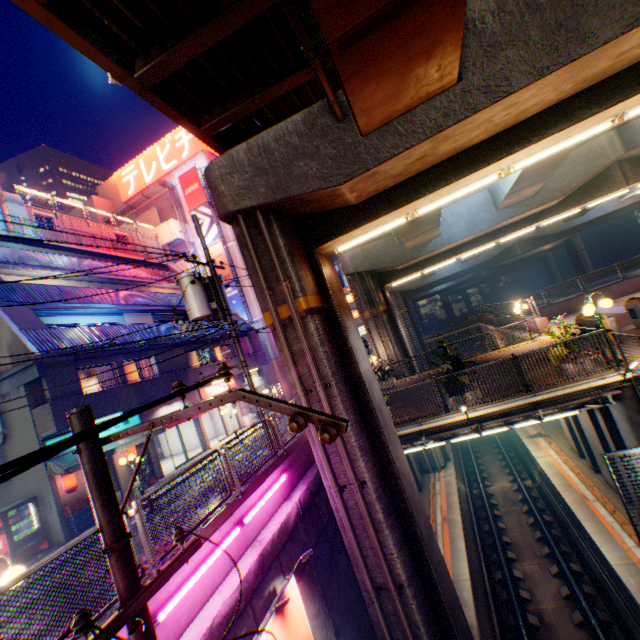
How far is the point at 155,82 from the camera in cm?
591

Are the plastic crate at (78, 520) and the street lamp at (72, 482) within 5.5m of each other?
yes

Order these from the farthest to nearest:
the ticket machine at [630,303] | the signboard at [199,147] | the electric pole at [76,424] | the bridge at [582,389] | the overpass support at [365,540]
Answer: the signboard at [199,147] < the ticket machine at [630,303] < the bridge at [582,389] < the overpass support at [365,540] < the electric pole at [76,424]

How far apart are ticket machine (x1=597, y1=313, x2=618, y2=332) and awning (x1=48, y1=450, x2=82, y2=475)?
20.27m

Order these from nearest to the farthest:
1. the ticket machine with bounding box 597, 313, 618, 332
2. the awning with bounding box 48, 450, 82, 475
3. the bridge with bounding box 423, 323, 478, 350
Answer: the ticket machine with bounding box 597, 313, 618, 332, the awning with bounding box 48, 450, 82, 475, the bridge with bounding box 423, 323, 478, 350

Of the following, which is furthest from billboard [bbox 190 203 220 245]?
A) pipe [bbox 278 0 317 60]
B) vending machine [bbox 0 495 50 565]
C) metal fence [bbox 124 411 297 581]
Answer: pipe [bbox 278 0 317 60]

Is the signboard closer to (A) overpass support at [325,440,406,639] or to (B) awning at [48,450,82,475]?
(A) overpass support at [325,440,406,639]

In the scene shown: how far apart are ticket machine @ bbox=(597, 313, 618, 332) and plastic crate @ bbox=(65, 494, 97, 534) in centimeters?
2149cm
